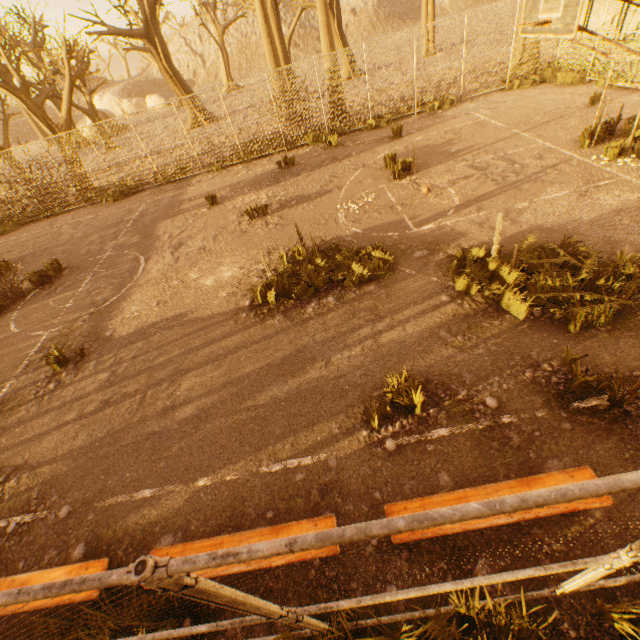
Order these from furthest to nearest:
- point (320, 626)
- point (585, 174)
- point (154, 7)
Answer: point (154, 7)
point (585, 174)
point (320, 626)

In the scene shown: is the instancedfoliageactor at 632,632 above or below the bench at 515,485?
below

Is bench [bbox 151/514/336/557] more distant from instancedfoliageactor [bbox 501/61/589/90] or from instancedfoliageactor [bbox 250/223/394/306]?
instancedfoliageactor [bbox 501/61/589/90]

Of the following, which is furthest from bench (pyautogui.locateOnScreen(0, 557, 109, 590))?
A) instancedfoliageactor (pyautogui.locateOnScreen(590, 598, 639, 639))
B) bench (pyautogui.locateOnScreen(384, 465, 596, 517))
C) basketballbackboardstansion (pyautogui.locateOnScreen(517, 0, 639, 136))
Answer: basketballbackboardstansion (pyautogui.locateOnScreen(517, 0, 639, 136))

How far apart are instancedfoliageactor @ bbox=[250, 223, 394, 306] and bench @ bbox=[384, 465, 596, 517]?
4.1 meters

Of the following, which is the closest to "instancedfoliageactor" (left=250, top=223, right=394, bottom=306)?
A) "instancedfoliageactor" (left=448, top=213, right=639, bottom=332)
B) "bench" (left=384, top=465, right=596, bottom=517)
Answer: "instancedfoliageactor" (left=448, top=213, right=639, bottom=332)

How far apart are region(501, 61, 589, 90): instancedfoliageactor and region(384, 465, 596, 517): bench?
15.84m

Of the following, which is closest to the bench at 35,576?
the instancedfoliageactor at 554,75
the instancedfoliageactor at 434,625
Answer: the instancedfoliageactor at 434,625
